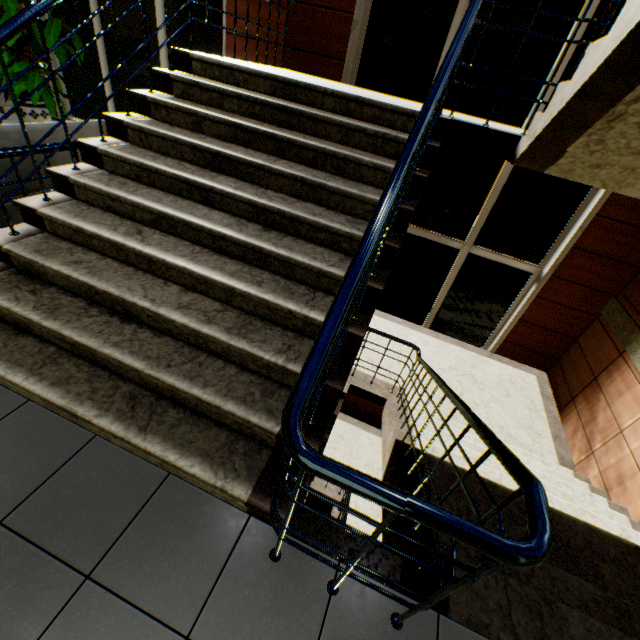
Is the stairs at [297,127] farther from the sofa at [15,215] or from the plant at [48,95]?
the plant at [48,95]

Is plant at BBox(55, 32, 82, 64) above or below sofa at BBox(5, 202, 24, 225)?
above

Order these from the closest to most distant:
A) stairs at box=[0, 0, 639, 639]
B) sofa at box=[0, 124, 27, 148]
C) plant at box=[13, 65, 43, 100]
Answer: stairs at box=[0, 0, 639, 639] < sofa at box=[0, 124, 27, 148] < plant at box=[13, 65, 43, 100]

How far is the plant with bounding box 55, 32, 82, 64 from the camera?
5.2 meters

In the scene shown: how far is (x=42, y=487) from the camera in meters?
1.6 m

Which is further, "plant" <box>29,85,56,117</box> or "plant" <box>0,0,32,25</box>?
"plant" <box>29,85,56,117</box>

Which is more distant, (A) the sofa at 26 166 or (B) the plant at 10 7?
(B) the plant at 10 7

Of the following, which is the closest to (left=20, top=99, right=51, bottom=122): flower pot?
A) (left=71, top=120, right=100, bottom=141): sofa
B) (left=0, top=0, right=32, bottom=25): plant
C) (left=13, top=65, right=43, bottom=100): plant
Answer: (left=13, top=65, right=43, bottom=100): plant
